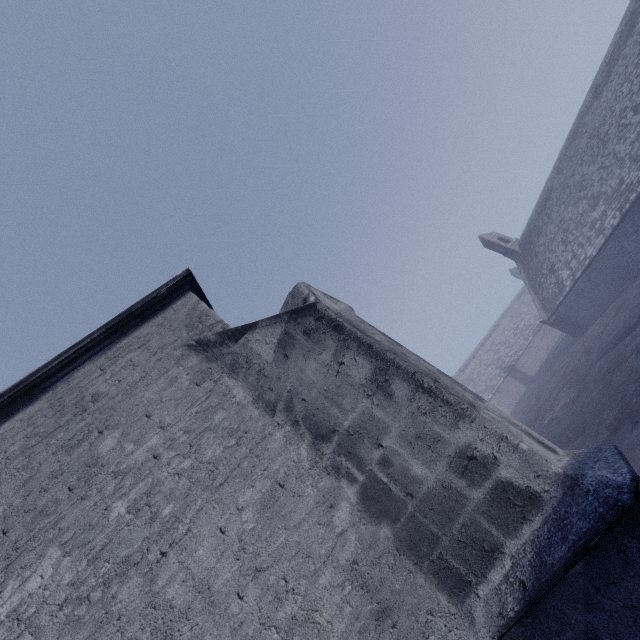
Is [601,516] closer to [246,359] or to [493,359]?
[246,359]
